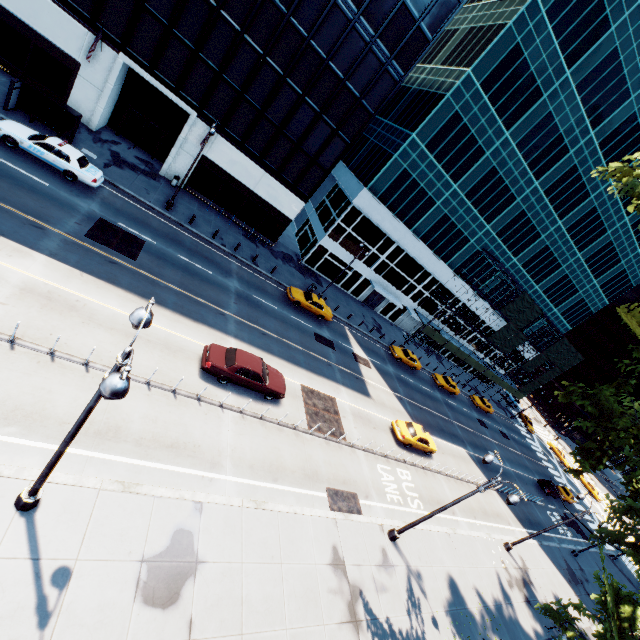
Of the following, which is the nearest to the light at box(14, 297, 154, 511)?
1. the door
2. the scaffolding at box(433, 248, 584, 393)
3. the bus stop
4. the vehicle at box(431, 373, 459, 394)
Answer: the bus stop

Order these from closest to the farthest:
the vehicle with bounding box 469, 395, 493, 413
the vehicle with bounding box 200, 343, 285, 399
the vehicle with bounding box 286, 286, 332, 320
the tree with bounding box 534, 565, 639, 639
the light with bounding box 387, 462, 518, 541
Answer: the tree with bounding box 534, 565, 639, 639, the light with bounding box 387, 462, 518, 541, the vehicle with bounding box 200, 343, 285, 399, the vehicle with bounding box 286, 286, 332, 320, the vehicle with bounding box 469, 395, 493, 413

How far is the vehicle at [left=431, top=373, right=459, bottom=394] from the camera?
41.85m

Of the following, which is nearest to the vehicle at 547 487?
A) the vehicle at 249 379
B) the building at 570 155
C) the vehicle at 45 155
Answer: the building at 570 155

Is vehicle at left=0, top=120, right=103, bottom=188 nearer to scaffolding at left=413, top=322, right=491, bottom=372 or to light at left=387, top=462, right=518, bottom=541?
light at left=387, top=462, right=518, bottom=541

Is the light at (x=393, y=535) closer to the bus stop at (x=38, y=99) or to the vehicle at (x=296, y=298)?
the bus stop at (x=38, y=99)

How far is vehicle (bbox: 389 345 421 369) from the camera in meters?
37.8 m

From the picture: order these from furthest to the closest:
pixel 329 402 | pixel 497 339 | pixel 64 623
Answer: pixel 497 339, pixel 329 402, pixel 64 623
